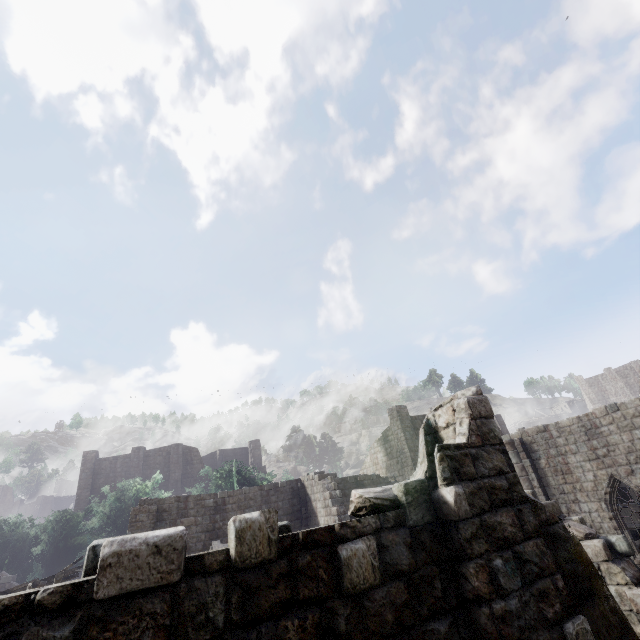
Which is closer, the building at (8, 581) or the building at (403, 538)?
the building at (403, 538)

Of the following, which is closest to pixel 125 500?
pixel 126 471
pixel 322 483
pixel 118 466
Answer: pixel 126 471

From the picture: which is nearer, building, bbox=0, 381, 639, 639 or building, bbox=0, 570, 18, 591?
building, bbox=0, 381, 639, 639
